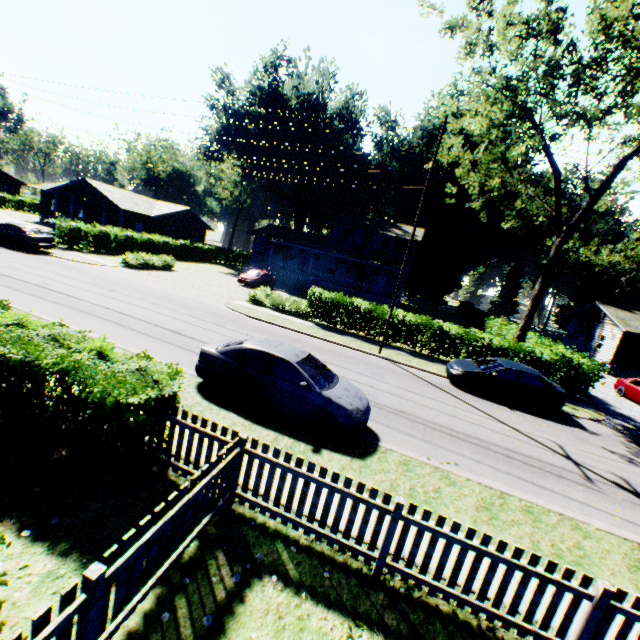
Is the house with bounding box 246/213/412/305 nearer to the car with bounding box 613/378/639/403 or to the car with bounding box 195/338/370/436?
the car with bounding box 613/378/639/403

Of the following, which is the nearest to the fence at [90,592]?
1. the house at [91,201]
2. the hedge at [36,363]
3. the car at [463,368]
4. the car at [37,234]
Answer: the hedge at [36,363]

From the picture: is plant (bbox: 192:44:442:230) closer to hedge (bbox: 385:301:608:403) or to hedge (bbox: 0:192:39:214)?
hedge (bbox: 385:301:608:403)

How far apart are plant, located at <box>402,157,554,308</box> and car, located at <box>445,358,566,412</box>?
39.9 meters

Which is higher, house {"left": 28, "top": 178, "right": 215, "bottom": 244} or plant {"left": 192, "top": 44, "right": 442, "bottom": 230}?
plant {"left": 192, "top": 44, "right": 442, "bottom": 230}

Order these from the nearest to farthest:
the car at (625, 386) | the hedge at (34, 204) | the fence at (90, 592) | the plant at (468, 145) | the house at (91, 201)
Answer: the fence at (90, 592), the car at (625, 386), the house at (91, 201), the plant at (468, 145), the hedge at (34, 204)

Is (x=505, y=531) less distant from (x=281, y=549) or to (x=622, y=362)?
(x=281, y=549)

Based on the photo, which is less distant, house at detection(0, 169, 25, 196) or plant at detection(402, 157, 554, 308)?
plant at detection(402, 157, 554, 308)
